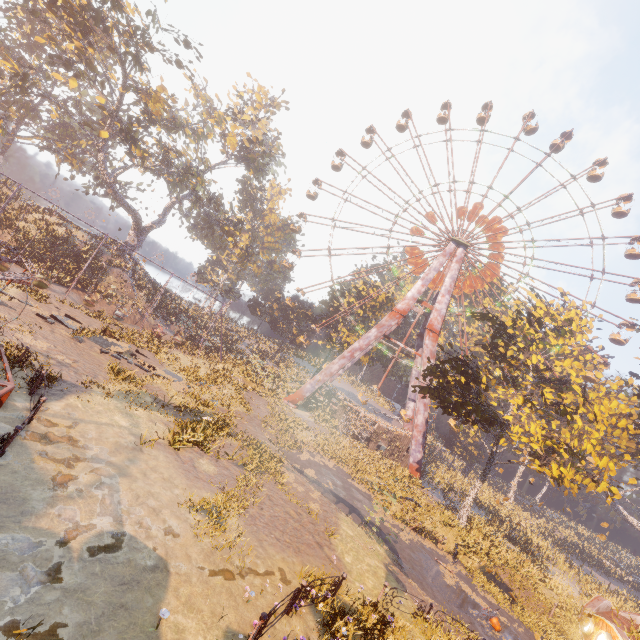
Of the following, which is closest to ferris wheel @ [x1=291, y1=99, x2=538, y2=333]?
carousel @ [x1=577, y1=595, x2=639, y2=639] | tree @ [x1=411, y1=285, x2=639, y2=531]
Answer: tree @ [x1=411, y1=285, x2=639, y2=531]

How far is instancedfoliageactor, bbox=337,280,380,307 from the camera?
50.25m

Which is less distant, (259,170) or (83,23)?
(83,23)

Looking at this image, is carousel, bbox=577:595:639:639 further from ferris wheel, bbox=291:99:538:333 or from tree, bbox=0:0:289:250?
tree, bbox=0:0:289:250

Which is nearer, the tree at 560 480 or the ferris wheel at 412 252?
the tree at 560 480

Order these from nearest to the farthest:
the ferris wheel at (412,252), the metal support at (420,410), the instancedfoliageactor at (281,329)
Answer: the metal support at (420,410), the ferris wheel at (412,252), the instancedfoliageactor at (281,329)

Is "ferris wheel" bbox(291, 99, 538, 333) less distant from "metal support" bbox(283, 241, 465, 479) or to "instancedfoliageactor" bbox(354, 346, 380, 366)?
"metal support" bbox(283, 241, 465, 479)

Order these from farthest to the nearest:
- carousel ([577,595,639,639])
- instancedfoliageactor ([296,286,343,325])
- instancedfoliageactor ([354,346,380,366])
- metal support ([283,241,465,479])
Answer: instancedfoliageactor ([296,286,343,325]), instancedfoliageactor ([354,346,380,366]), metal support ([283,241,465,479]), carousel ([577,595,639,639])
